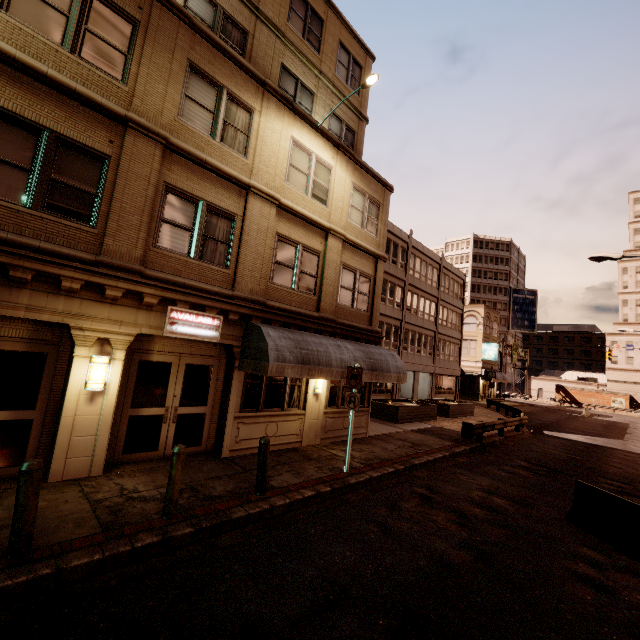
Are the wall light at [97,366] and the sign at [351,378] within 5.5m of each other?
no

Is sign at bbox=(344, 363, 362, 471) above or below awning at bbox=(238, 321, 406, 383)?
below

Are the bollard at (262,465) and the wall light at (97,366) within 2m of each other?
no

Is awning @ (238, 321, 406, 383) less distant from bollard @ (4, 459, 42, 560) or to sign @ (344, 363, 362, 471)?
sign @ (344, 363, 362, 471)

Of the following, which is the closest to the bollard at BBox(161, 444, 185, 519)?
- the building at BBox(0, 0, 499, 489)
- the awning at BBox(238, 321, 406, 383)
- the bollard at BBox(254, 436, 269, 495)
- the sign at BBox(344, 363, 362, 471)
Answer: the bollard at BBox(254, 436, 269, 495)

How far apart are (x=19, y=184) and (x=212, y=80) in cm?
575

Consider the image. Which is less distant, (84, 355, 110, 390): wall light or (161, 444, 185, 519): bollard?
(161, 444, 185, 519): bollard

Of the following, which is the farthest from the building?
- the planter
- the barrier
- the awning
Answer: the barrier
